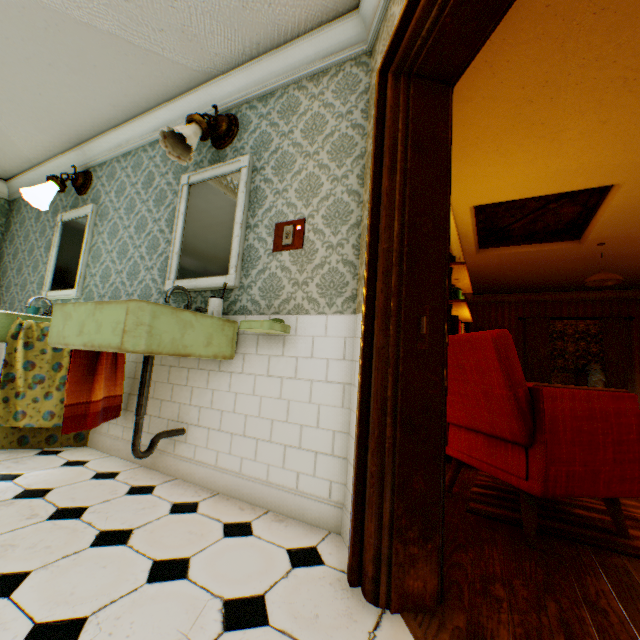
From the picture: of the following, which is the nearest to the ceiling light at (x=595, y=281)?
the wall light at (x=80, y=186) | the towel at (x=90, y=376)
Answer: the towel at (x=90, y=376)

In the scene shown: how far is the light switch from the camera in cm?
215

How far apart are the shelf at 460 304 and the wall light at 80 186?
4.20m

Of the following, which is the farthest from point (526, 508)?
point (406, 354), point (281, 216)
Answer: point (281, 216)

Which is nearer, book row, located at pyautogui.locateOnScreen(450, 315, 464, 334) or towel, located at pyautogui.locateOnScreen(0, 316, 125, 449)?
towel, located at pyautogui.locateOnScreen(0, 316, 125, 449)

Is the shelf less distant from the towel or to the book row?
the book row

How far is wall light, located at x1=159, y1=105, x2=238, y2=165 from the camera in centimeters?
229cm

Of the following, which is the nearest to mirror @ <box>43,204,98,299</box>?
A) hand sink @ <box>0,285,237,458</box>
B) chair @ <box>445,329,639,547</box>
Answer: hand sink @ <box>0,285,237,458</box>
